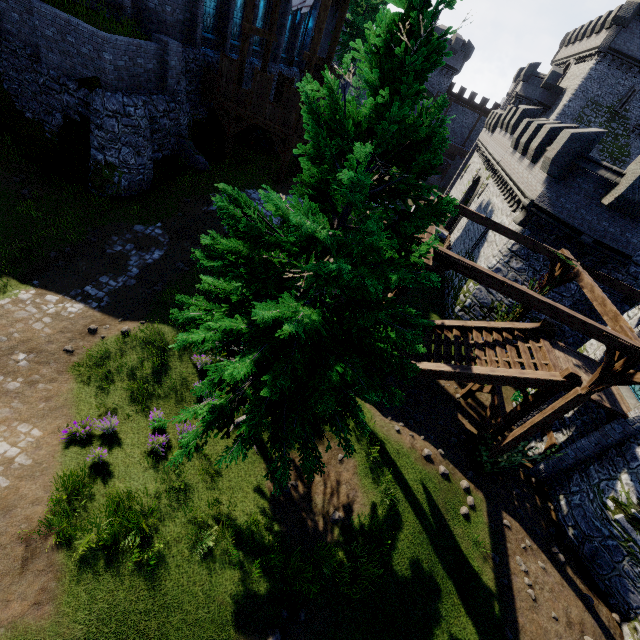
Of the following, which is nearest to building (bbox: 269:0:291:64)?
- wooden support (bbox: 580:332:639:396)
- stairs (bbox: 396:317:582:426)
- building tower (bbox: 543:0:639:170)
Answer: stairs (bbox: 396:317:582:426)

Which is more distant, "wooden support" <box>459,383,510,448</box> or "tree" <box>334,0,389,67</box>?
"tree" <box>334,0,389,67</box>

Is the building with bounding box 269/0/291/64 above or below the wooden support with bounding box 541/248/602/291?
above

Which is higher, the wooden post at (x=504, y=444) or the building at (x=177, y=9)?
the building at (x=177, y=9)

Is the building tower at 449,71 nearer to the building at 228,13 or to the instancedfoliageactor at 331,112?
the building at 228,13

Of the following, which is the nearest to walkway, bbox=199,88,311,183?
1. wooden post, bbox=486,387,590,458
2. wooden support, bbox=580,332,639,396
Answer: wooden support, bbox=580,332,639,396

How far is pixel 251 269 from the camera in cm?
550

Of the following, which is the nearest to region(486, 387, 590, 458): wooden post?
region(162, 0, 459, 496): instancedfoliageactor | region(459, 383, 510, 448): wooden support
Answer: region(459, 383, 510, 448): wooden support
